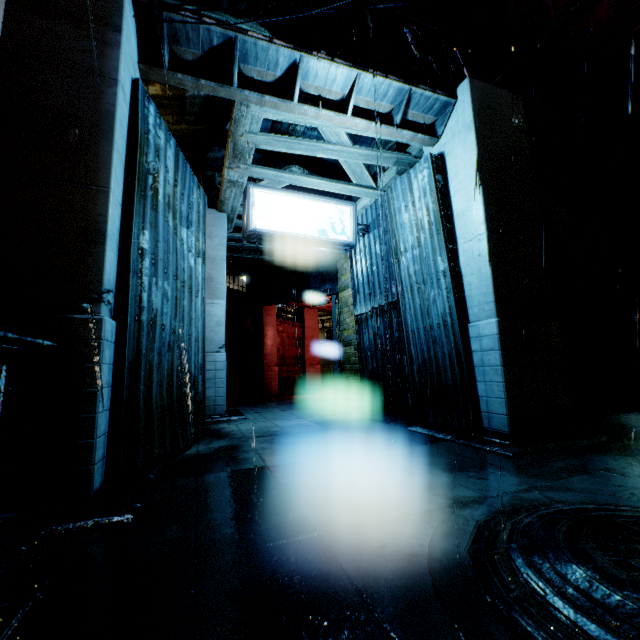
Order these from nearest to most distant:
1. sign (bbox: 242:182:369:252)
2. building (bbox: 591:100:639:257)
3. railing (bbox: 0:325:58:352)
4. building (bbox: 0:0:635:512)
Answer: railing (bbox: 0:325:58:352), building (bbox: 0:0:635:512), sign (bbox: 242:182:369:252), building (bbox: 591:100:639:257)

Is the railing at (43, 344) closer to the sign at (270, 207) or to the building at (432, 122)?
the building at (432, 122)

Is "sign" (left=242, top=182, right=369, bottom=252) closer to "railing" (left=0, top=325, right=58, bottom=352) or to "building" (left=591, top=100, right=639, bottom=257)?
"building" (left=591, top=100, right=639, bottom=257)

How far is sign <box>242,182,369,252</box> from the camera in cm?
691

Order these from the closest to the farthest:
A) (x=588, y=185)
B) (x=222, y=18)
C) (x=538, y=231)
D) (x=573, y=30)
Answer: (x=222, y=18) < (x=538, y=231) < (x=573, y=30) < (x=588, y=185)

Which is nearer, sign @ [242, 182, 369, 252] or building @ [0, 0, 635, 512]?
building @ [0, 0, 635, 512]

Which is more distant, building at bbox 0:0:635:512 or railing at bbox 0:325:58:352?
building at bbox 0:0:635:512
